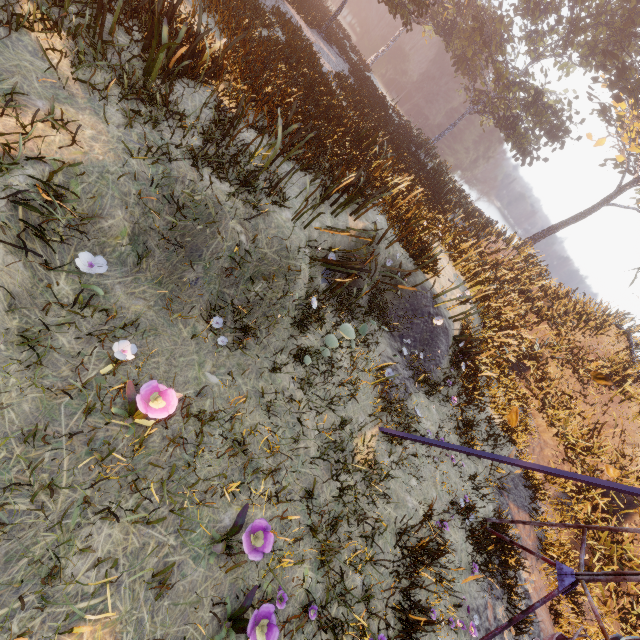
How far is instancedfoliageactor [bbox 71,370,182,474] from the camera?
3.1m

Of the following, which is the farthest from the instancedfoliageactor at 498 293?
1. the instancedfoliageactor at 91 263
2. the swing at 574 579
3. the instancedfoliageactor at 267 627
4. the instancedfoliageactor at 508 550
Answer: the instancedfoliageactor at 508 550

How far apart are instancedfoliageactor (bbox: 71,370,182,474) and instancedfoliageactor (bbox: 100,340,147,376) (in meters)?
0.27

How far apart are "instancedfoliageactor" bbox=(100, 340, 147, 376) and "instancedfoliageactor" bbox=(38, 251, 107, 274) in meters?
0.8 m

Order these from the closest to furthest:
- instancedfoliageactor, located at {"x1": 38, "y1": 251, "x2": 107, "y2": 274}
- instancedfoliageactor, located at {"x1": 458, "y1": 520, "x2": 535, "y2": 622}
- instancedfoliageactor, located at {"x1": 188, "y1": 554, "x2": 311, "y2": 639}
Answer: instancedfoliageactor, located at {"x1": 188, "y1": 554, "x2": 311, "y2": 639} → instancedfoliageactor, located at {"x1": 38, "y1": 251, "x2": 107, "y2": 274} → instancedfoliageactor, located at {"x1": 458, "y1": 520, "x2": 535, "y2": 622}

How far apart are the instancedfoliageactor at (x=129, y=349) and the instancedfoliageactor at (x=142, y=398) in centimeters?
27cm

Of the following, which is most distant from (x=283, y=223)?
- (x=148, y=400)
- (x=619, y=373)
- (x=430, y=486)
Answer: (x=619, y=373)

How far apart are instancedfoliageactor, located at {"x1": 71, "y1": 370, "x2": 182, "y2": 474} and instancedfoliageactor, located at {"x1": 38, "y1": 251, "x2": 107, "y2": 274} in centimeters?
128cm
